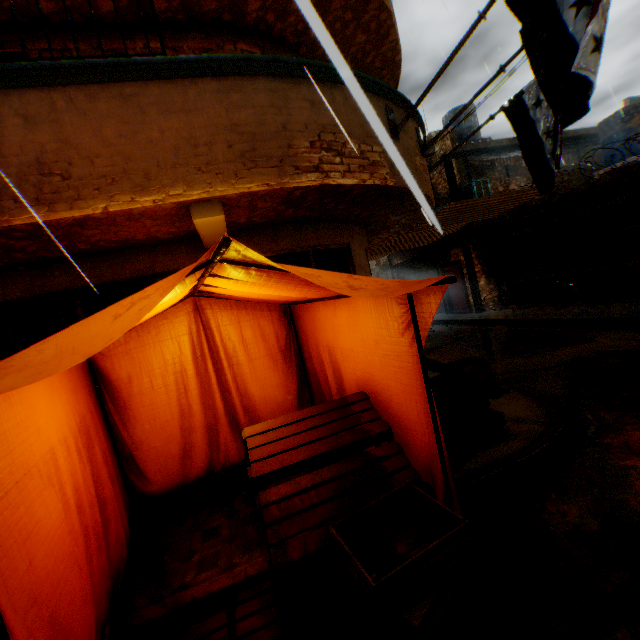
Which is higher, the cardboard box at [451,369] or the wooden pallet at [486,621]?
the cardboard box at [451,369]

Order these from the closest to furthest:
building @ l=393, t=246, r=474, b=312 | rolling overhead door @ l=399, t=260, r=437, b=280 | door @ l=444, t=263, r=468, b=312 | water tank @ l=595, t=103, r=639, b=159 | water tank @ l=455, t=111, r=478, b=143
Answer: water tank @ l=595, t=103, r=639, b=159
building @ l=393, t=246, r=474, b=312
door @ l=444, t=263, r=468, b=312
water tank @ l=455, t=111, r=478, b=143
rolling overhead door @ l=399, t=260, r=437, b=280

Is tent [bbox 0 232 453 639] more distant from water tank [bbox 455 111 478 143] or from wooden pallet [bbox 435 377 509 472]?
water tank [bbox 455 111 478 143]

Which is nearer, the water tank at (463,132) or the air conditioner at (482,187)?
the air conditioner at (482,187)

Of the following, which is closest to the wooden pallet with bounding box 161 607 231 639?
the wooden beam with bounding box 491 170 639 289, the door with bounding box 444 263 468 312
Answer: the wooden beam with bounding box 491 170 639 289

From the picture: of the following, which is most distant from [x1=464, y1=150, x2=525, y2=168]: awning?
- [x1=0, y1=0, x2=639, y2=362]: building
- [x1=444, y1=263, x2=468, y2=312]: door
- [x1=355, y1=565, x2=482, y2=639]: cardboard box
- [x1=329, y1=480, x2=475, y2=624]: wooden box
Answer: [x1=329, y1=480, x2=475, y2=624]: wooden box

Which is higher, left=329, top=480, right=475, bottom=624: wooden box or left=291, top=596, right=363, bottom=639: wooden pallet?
left=329, top=480, right=475, bottom=624: wooden box

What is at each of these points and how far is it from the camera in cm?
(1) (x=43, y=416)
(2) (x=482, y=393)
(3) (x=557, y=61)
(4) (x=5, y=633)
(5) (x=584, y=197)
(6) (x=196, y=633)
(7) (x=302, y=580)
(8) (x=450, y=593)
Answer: (1) tent, 234
(2) wooden pallet, 387
(3) flag, 308
(4) metal tent frame, 140
(5) wooden beam, 1020
(6) wooden pallet, 233
(7) wooden pallet, 256
(8) cardboard box, 174
